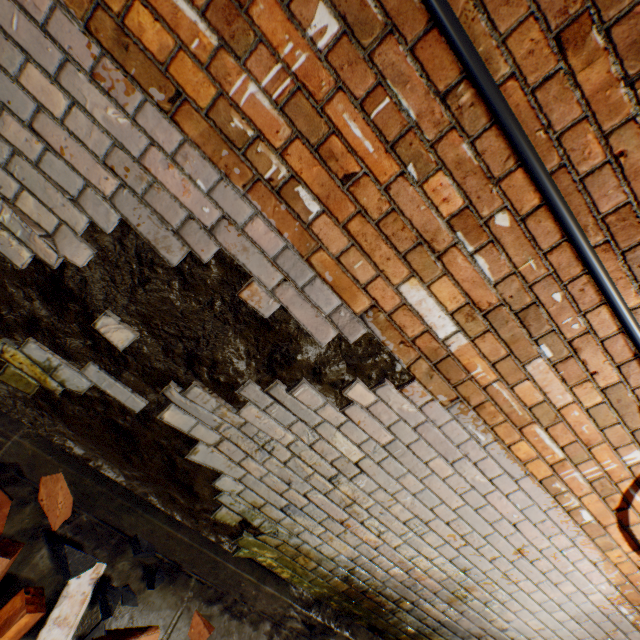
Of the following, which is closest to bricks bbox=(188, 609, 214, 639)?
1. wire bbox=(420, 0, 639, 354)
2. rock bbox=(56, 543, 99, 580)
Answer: rock bbox=(56, 543, 99, 580)

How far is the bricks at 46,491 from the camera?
1.6m

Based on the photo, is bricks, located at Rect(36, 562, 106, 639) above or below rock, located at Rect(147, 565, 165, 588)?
below

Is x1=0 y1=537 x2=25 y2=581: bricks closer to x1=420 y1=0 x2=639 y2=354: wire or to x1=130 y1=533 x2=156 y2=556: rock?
x1=130 y1=533 x2=156 y2=556: rock

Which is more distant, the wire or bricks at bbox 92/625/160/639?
bricks at bbox 92/625/160/639

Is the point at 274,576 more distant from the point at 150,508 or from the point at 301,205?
the point at 301,205

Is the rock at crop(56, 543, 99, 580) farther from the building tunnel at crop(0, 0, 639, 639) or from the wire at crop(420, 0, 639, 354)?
the wire at crop(420, 0, 639, 354)

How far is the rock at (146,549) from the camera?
1.8 meters
